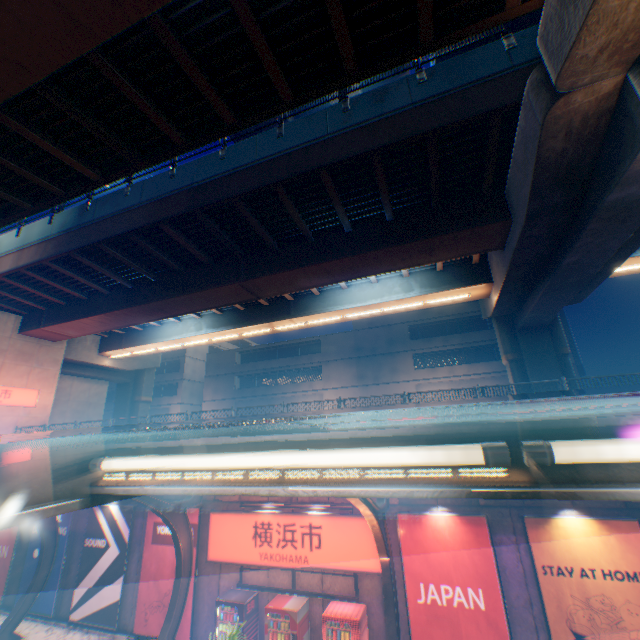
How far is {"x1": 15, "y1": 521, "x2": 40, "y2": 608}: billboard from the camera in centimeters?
1455cm

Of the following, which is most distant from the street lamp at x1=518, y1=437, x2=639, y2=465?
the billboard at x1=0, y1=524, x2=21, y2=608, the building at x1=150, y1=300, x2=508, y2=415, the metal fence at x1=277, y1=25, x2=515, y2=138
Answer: the building at x1=150, y1=300, x2=508, y2=415

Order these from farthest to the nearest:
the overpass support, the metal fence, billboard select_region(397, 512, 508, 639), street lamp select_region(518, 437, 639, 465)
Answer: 1. the metal fence
2. billboard select_region(397, 512, 508, 639)
3. the overpass support
4. street lamp select_region(518, 437, 639, 465)

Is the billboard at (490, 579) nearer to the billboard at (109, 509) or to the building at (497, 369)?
the billboard at (109, 509)

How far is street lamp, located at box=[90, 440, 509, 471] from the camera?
1.3 meters

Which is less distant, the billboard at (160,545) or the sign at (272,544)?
the sign at (272,544)

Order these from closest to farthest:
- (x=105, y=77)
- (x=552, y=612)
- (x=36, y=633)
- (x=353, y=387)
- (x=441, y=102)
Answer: (x=105, y=77) < (x=552, y=612) < (x=441, y=102) < (x=36, y=633) < (x=353, y=387)
